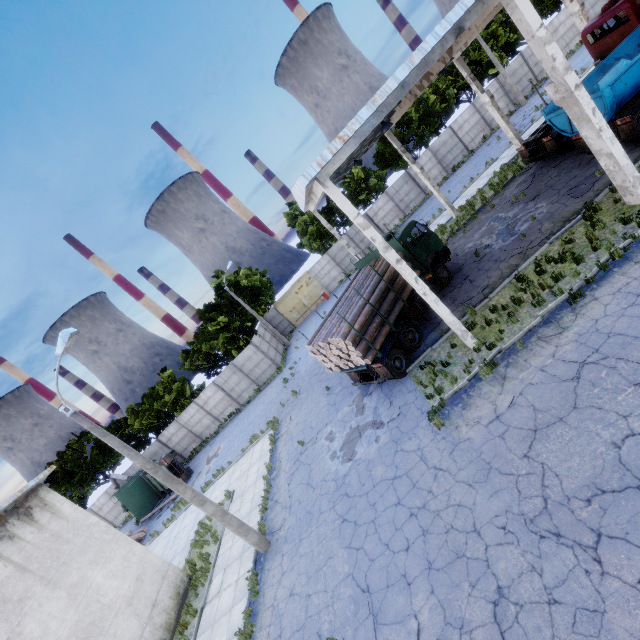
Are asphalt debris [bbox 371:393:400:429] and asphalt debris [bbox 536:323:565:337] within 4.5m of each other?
no

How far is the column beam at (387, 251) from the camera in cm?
981

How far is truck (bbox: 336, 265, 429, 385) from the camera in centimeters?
1316cm

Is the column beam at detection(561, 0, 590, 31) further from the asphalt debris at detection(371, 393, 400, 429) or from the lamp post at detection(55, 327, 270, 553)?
the lamp post at detection(55, 327, 270, 553)

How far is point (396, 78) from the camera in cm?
845

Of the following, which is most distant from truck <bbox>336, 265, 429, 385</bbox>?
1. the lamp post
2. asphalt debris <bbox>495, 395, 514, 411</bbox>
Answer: the lamp post

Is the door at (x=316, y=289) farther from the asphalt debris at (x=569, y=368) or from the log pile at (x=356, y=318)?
the asphalt debris at (x=569, y=368)

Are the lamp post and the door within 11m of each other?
no
